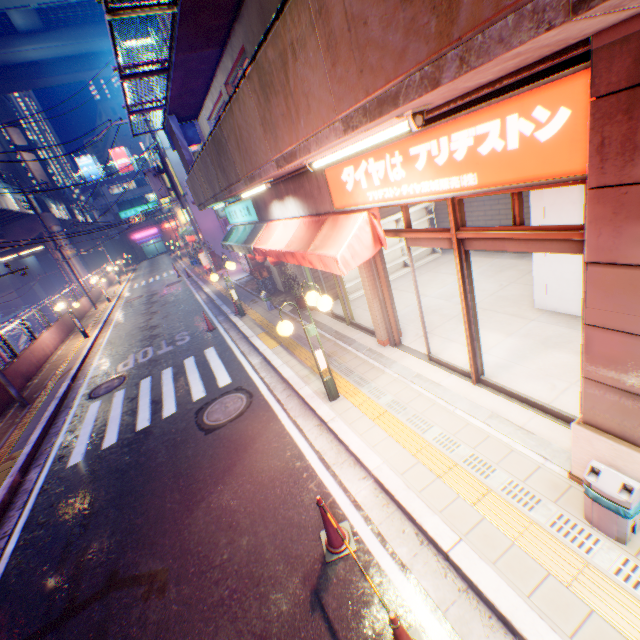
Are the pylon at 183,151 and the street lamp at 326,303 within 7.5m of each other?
no

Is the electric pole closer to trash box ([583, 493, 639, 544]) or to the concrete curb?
the concrete curb

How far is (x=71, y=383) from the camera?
12.04m

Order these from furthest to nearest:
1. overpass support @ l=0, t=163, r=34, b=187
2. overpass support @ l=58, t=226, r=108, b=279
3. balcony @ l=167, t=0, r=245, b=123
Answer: overpass support @ l=58, t=226, r=108, b=279 → overpass support @ l=0, t=163, r=34, b=187 → balcony @ l=167, t=0, r=245, b=123

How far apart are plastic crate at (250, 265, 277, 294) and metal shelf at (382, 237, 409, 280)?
4.1m

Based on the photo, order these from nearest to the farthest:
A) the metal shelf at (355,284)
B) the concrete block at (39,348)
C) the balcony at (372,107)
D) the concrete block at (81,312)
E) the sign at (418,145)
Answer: the balcony at (372,107) < the sign at (418,145) < the metal shelf at (355,284) < the concrete block at (39,348) < the concrete block at (81,312)

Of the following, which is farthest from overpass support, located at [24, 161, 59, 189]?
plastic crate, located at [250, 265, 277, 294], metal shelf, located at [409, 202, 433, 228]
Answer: metal shelf, located at [409, 202, 433, 228]

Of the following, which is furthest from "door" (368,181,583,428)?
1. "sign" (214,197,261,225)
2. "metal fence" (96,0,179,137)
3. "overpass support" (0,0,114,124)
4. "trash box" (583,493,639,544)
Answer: "overpass support" (0,0,114,124)
